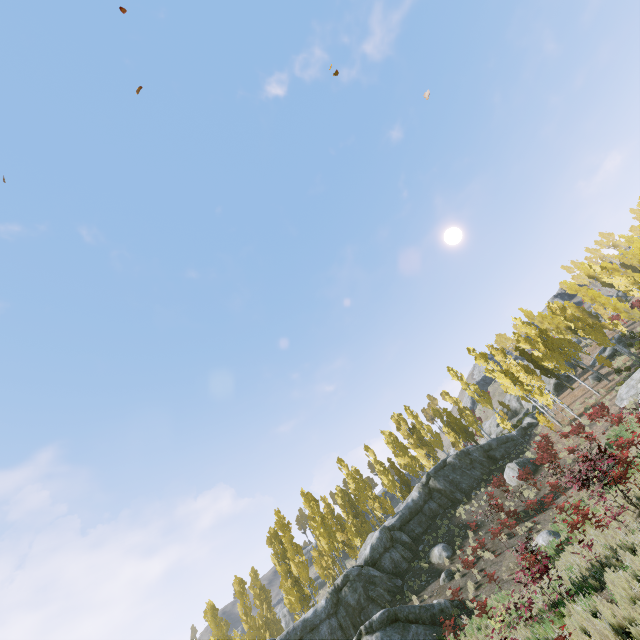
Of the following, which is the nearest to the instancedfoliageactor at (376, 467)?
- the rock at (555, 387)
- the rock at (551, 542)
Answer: the rock at (555, 387)

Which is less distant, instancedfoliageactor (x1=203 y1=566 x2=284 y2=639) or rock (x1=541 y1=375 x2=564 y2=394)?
instancedfoliageactor (x1=203 y1=566 x2=284 y2=639)

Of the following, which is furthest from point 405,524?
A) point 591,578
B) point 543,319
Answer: point 543,319

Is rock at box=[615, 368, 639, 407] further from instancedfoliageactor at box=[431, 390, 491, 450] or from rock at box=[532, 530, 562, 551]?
rock at box=[532, 530, 562, 551]

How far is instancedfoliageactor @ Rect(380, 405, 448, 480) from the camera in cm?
3985

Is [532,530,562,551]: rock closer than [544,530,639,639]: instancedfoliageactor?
No
